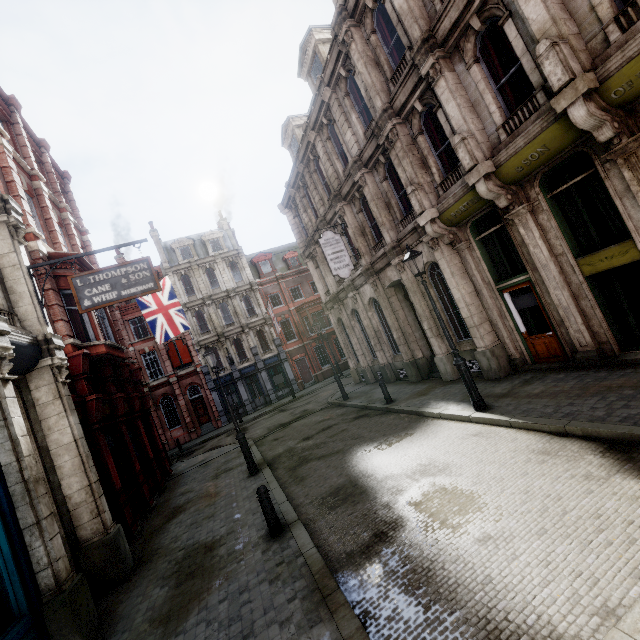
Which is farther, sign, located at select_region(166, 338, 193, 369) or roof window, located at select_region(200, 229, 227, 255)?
roof window, located at select_region(200, 229, 227, 255)

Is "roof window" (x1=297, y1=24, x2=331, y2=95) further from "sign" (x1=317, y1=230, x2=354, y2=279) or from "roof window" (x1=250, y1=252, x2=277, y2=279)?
"roof window" (x1=250, y1=252, x2=277, y2=279)

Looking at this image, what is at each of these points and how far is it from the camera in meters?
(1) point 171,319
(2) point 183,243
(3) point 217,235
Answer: (1) flag, 16.0 m
(2) roof window, 33.9 m
(3) roof window, 35.1 m

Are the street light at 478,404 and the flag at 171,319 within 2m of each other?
no

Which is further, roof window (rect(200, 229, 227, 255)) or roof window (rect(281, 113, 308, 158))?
roof window (rect(200, 229, 227, 255))

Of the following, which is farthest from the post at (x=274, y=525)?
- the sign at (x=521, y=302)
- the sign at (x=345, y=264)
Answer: the sign at (x=345, y=264)

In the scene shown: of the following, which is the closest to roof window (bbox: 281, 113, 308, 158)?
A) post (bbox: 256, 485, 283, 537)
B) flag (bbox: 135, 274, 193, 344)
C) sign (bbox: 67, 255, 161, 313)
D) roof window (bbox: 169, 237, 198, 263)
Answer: flag (bbox: 135, 274, 193, 344)

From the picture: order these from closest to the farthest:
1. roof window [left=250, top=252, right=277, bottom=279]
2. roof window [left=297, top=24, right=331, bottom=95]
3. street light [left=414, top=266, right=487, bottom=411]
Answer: street light [left=414, top=266, right=487, bottom=411], roof window [left=297, top=24, right=331, bottom=95], roof window [left=250, top=252, right=277, bottom=279]
